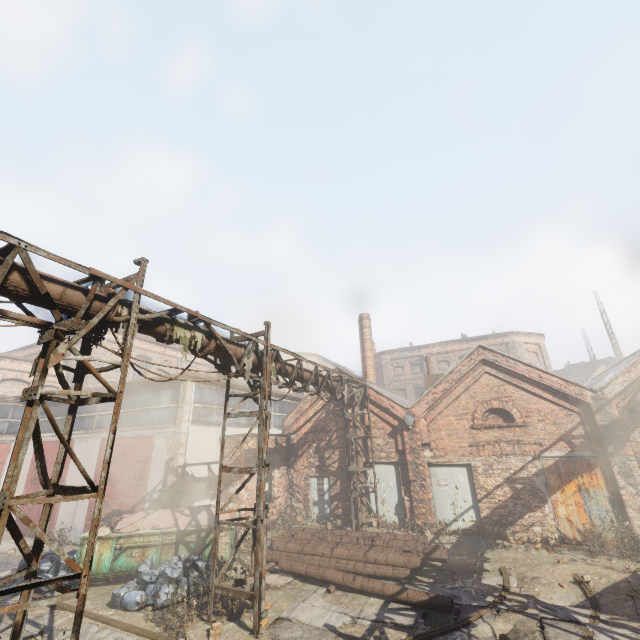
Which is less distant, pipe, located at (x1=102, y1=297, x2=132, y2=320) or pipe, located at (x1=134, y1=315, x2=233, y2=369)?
pipe, located at (x1=102, y1=297, x2=132, y2=320)

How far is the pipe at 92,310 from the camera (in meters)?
5.32

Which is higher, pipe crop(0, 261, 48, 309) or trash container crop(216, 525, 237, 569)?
pipe crop(0, 261, 48, 309)

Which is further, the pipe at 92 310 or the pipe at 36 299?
the pipe at 92 310

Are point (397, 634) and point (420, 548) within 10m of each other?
yes

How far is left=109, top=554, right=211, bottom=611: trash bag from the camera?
8.0 meters

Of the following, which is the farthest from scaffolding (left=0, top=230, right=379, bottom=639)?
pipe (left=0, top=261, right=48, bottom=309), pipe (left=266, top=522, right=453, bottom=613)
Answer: pipe (left=266, top=522, right=453, bottom=613)

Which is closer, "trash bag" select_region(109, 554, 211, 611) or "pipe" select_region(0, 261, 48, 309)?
"pipe" select_region(0, 261, 48, 309)
